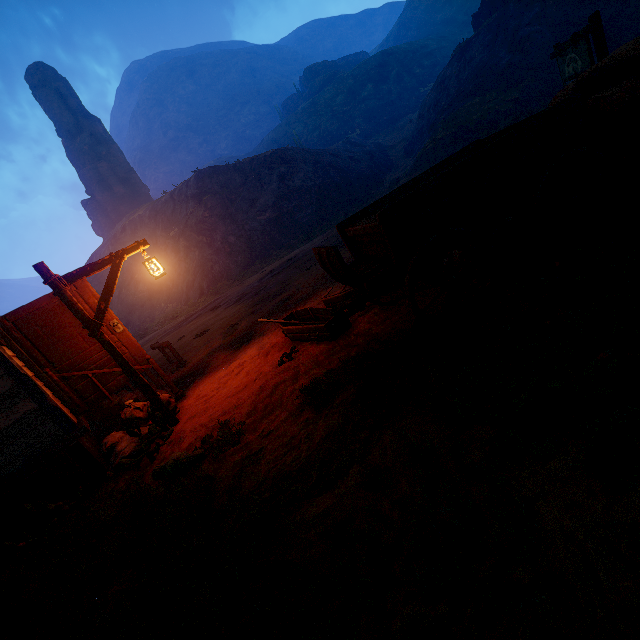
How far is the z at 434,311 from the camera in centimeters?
Result: 431cm

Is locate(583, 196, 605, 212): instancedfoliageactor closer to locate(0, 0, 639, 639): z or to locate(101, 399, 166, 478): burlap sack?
locate(0, 0, 639, 639): z

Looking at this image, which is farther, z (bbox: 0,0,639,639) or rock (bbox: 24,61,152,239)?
rock (bbox: 24,61,152,239)

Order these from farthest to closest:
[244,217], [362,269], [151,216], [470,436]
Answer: [151,216]
[244,217]
[362,269]
[470,436]

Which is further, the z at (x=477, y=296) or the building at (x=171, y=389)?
the building at (x=171, y=389)

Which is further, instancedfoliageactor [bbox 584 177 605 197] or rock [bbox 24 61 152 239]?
rock [bbox 24 61 152 239]

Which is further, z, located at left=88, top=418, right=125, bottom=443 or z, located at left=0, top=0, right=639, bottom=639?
z, located at left=88, top=418, right=125, bottom=443

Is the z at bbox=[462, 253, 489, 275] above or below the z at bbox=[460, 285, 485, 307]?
above
